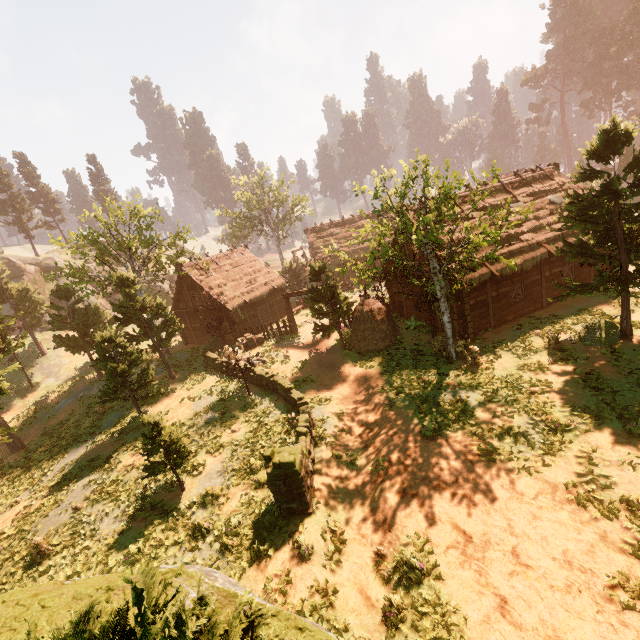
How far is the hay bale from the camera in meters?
20.5 m

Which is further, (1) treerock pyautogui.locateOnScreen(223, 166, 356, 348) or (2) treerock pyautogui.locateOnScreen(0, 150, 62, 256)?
(2) treerock pyautogui.locateOnScreen(0, 150, 62, 256)

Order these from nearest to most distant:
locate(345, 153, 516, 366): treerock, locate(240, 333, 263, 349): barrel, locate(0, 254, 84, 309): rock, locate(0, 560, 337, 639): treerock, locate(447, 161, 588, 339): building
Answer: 1. locate(0, 560, 337, 639): treerock
2. locate(345, 153, 516, 366): treerock
3. locate(447, 161, 588, 339): building
4. locate(240, 333, 263, 349): barrel
5. locate(0, 254, 84, 309): rock

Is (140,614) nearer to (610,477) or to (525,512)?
(525,512)

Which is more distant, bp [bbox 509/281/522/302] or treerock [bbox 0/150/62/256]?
treerock [bbox 0/150/62/256]

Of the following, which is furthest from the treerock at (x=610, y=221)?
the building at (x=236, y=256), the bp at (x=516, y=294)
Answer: the bp at (x=516, y=294)

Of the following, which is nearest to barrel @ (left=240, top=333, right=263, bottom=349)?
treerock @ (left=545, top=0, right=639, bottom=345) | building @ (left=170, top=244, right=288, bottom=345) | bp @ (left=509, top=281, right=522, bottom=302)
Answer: building @ (left=170, top=244, right=288, bottom=345)

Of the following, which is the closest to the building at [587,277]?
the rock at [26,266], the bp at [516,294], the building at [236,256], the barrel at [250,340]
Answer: the bp at [516,294]
